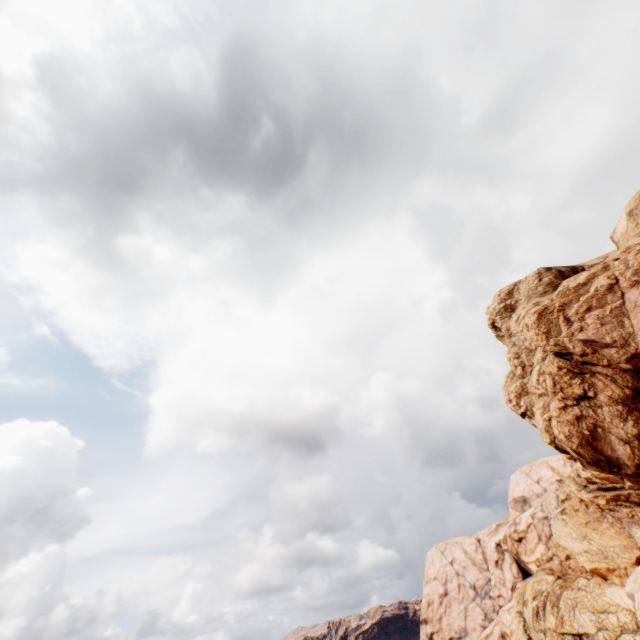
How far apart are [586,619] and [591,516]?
15.7 meters
